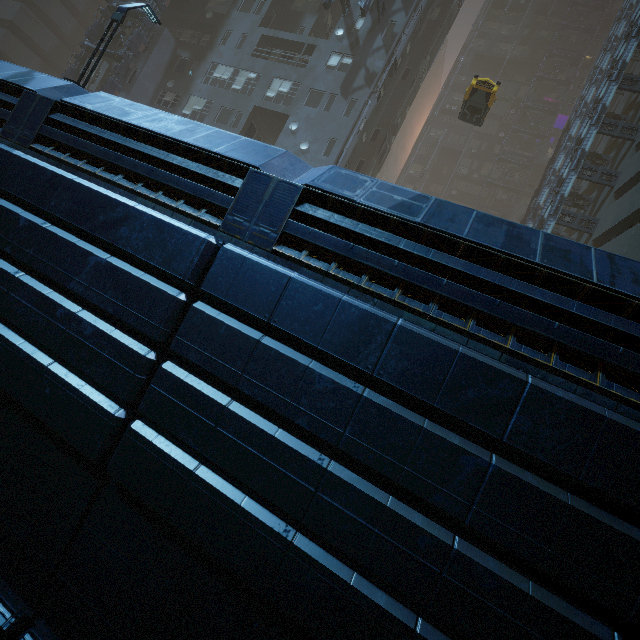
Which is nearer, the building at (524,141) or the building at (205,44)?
the building at (205,44)

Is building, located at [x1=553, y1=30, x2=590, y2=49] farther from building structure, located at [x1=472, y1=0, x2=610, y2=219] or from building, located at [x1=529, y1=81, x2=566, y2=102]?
building structure, located at [x1=472, y1=0, x2=610, y2=219]

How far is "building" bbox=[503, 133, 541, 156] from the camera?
42.09m

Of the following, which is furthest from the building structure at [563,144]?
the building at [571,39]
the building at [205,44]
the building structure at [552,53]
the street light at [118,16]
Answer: the street light at [118,16]

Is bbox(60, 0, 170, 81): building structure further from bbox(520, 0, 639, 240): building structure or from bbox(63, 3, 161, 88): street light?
bbox(520, 0, 639, 240): building structure

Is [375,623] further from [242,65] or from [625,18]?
[625,18]

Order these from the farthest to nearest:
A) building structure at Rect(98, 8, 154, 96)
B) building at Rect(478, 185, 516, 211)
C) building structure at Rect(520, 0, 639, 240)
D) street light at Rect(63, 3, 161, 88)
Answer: building at Rect(478, 185, 516, 211)
building structure at Rect(98, 8, 154, 96)
building structure at Rect(520, 0, 639, 240)
street light at Rect(63, 3, 161, 88)

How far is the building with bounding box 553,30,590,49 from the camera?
42.97m
